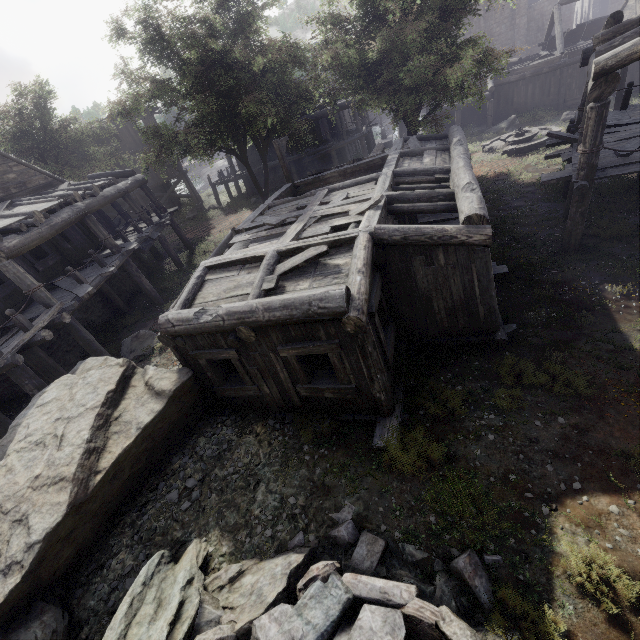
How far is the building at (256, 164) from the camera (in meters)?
27.06

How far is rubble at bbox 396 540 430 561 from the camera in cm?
478

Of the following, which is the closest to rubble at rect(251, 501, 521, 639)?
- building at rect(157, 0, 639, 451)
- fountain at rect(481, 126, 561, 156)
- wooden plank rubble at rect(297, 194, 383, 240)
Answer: building at rect(157, 0, 639, 451)

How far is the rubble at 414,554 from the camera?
4.8 meters

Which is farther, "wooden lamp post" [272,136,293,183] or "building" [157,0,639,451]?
"wooden lamp post" [272,136,293,183]

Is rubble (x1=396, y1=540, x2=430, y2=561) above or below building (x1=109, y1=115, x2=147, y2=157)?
below

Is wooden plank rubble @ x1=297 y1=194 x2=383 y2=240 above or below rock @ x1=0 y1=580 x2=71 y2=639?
above

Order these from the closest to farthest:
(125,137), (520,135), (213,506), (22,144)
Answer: (213,506) < (520,135) < (22,144) < (125,137)
